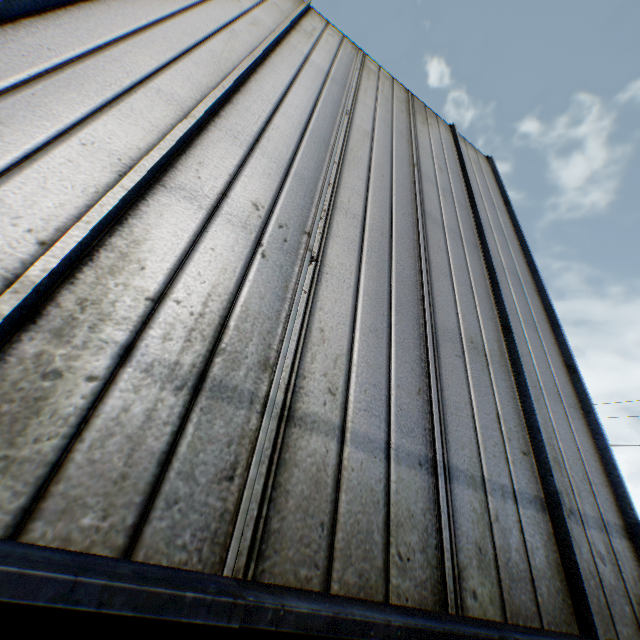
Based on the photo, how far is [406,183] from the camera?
5.00m
